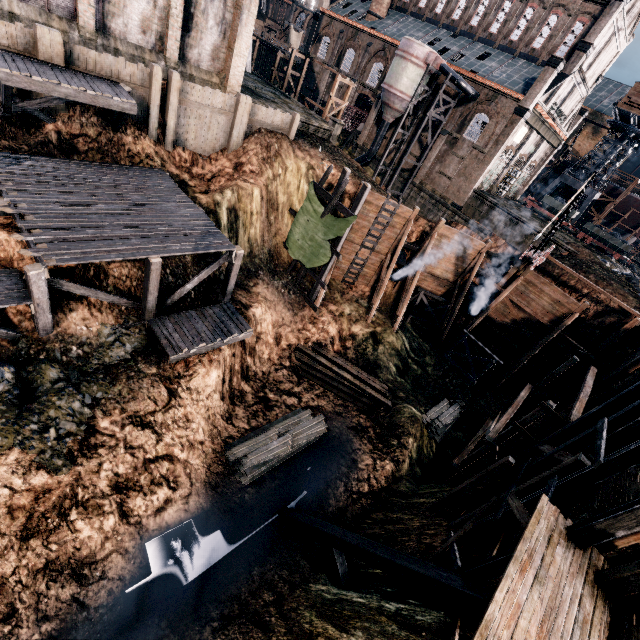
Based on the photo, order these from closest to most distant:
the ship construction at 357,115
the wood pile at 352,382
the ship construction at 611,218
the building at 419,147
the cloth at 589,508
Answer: the cloth at 589,508 → the wood pile at 352,382 → the building at 419,147 → the ship construction at 357,115 → the ship construction at 611,218

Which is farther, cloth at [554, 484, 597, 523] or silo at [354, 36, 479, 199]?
silo at [354, 36, 479, 199]

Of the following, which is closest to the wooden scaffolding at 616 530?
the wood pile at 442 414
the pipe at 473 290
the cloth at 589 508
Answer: the cloth at 589 508

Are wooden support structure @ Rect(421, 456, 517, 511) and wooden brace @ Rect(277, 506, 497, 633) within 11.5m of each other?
yes

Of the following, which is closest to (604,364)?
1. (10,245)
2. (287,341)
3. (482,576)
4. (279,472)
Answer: (482,576)

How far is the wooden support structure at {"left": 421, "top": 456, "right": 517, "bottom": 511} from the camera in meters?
14.4 m

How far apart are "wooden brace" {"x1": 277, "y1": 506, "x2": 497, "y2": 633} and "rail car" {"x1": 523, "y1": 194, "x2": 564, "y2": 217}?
50.69m

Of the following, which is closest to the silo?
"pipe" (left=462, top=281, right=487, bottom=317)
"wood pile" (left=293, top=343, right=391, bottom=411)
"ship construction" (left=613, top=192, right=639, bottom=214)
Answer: "pipe" (left=462, top=281, right=487, bottom=317)
